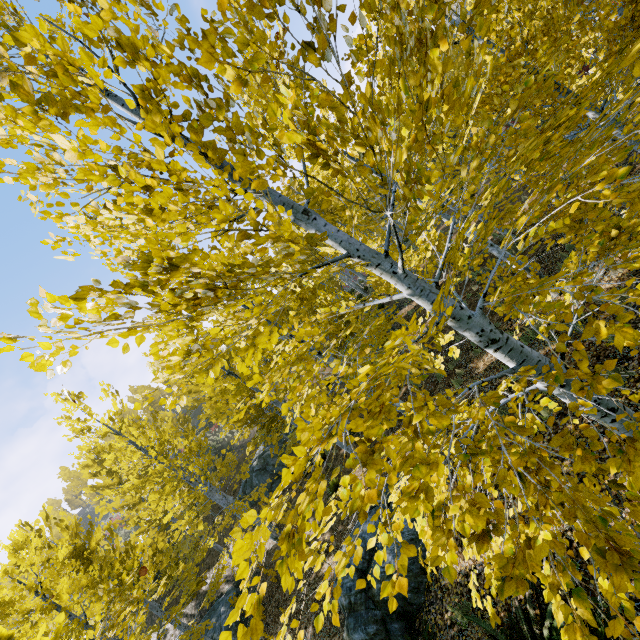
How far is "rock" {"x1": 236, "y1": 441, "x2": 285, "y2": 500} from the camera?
19.8 meters

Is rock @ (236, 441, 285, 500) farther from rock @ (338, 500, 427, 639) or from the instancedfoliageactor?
rock @ (338, 500, 427, 639)

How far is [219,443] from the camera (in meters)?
31.17

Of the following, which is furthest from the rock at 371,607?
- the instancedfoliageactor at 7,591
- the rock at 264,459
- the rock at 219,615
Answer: the rock at 264,459

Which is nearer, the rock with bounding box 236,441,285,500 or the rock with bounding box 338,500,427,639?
the rock with bounding box 338,500,427,639

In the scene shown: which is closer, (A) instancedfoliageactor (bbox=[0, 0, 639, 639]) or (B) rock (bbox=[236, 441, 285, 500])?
(A) instancedfoliageactor (bbox=[0, 0, 639, 639])

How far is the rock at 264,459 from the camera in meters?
19.8
